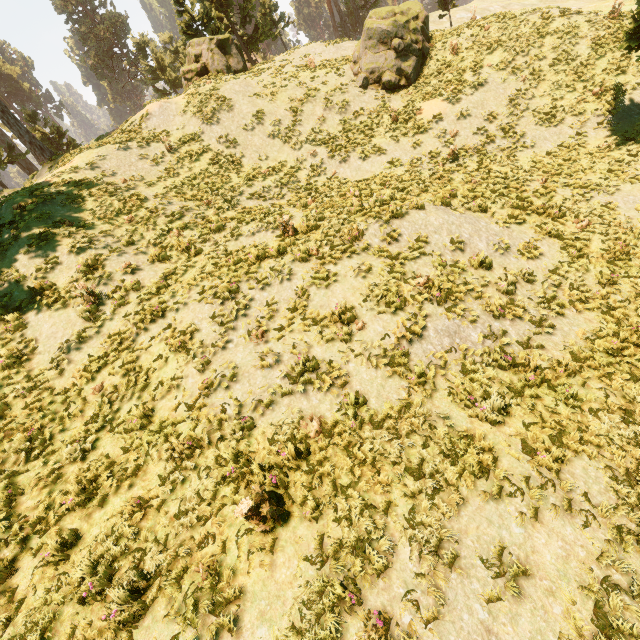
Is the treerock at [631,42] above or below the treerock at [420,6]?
below

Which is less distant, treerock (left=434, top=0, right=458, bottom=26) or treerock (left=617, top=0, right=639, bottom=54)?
treerock (left=617, top=0, right=639, bottom=54)

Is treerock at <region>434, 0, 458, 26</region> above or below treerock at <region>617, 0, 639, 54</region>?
above

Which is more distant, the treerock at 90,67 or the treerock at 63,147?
the treerock at 90,67

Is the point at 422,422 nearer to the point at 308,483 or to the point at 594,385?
the point at 308,483

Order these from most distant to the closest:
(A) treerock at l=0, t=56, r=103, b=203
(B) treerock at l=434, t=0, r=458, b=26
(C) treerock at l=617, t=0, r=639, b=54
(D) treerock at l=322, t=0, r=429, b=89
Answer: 1. (B) treerock at l=434, t=0, r=458, b=26
2. (A) treerock at l=0, t=56, r=103, b=203
3. (D) treerock at l=322, t=0, r=429, b=89
4. (C) treerock at l=617, t=0, r=639, b=54
